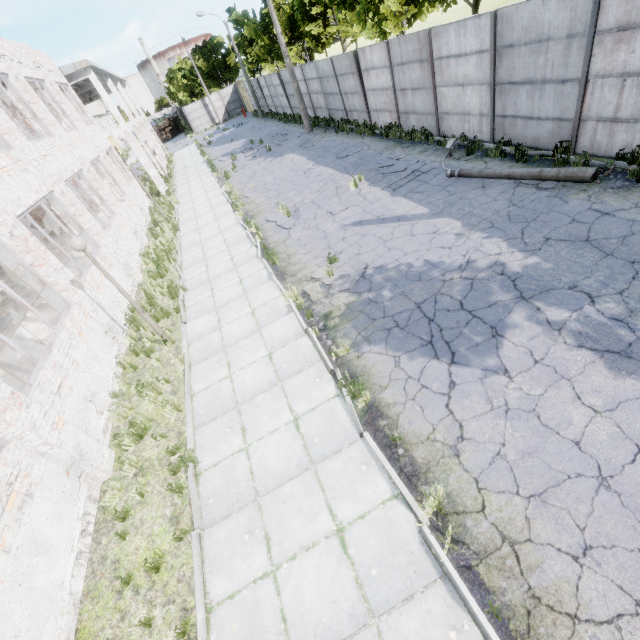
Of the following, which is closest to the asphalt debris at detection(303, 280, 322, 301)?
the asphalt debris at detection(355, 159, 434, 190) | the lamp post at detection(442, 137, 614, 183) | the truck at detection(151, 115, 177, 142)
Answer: the asphalt debris at detection(355, 159, 434, 190)

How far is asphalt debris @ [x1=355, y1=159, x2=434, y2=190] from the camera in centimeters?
1188cm

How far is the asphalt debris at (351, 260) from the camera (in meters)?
8.29

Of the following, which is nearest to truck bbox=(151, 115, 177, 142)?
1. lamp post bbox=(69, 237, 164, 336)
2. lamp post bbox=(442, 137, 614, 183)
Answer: lamp post bbox=(442, 137, 614, 183)

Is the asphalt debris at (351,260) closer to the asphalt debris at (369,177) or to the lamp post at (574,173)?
the asphalt debris at (369,177)

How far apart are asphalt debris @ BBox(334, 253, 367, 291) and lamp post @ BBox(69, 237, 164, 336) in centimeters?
408cm

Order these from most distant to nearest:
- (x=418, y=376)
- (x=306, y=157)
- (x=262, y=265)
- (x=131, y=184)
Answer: (x=131, y=184) → (x=306, y=157) → (x=262, y=265) → (x=418, y=376)

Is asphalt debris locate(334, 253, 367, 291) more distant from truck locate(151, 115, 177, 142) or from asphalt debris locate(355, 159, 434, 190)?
truck locate(151, 115, 177, 142)
